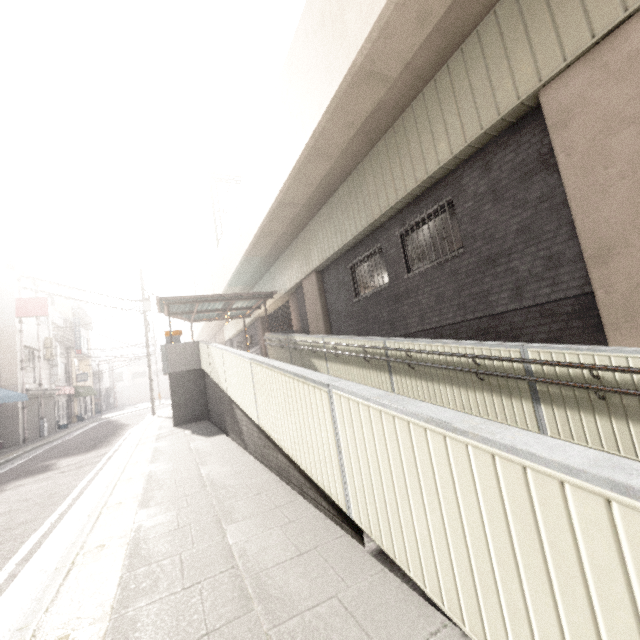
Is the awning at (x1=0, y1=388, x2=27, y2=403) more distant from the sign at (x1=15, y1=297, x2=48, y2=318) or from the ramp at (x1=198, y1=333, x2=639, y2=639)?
the ramp at (x1=198, y1=333, x2=639, y2=639)

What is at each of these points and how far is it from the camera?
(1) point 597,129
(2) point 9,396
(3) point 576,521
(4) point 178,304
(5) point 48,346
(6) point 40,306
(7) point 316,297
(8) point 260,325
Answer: (1) concrete pillar, 4.4 meters
(2) awning, 14.2 meters
(3) ramp, 1.2 meters
(4) exterior awning, 14.4 meters
(5) air conditioner, 20.3 meters
(6) sign, 17.3 meters
(7) concrete pillar, 12.7 meters
(8) concrete pillar, 21.0 meters

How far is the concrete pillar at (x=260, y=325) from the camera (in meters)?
20.79

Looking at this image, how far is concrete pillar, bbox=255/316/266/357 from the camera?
20.8 meters

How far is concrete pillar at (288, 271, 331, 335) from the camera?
12.52m

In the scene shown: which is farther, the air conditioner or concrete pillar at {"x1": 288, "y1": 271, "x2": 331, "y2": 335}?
the air conditioner

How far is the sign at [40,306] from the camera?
16.9 meters

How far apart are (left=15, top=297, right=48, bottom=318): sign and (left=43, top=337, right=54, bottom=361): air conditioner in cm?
381
